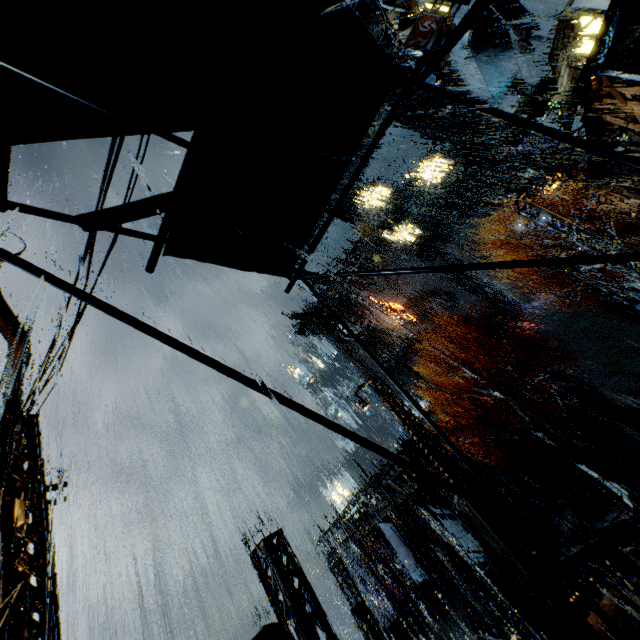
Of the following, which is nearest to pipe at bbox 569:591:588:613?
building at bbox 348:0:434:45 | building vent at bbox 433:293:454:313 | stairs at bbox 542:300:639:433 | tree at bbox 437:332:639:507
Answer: building at bbox 348:0:434:45

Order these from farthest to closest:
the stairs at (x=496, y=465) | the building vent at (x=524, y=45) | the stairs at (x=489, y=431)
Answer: the stairs at (x=489, y=431)
the stairs at (x=496, y=465)
the building vent at (x=524, y=45)

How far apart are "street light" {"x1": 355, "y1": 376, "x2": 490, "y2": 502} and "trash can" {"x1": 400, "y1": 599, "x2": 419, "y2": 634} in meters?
16.1 m

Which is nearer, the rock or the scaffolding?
the scaffolding

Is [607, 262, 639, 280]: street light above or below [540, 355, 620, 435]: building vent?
above

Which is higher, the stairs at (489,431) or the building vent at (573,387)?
the stairs at (489,431)

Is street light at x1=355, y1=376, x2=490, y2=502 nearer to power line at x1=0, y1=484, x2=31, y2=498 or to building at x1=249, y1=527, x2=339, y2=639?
building at x1=249, y1=527, x2=339, y2=639

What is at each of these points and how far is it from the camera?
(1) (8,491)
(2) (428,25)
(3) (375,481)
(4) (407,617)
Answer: (1) power line, 5.82m
(2) sign, 15.76m
(3) sm, 23.05m
(4) trash can, 19.83m
